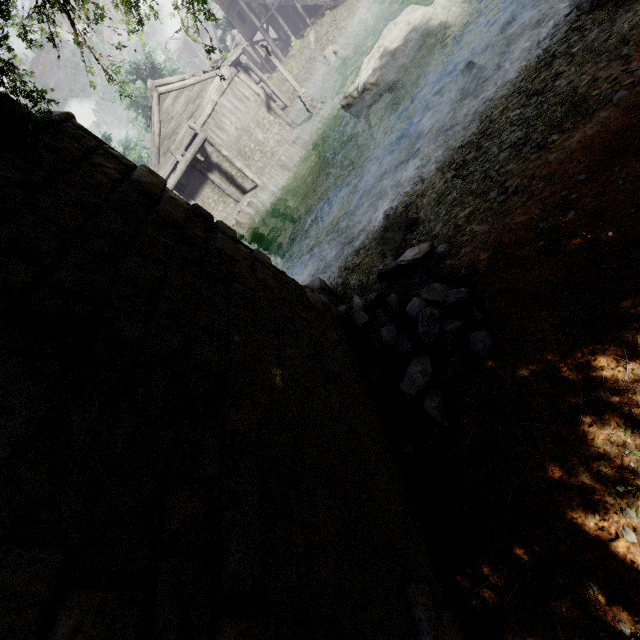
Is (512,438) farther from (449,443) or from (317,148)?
(317,148)

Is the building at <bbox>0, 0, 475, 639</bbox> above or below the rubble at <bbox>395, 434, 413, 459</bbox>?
above

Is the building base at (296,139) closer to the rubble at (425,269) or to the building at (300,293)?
the building at (300,293)

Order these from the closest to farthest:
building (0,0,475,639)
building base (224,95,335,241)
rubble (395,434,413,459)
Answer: building (0,0,475,639) → rubble (395,434,413,459) → building base (224,95,335,241)

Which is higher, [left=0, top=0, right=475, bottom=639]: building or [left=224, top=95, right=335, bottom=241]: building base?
[left=0, top=0, right=475, bottom=639]: building

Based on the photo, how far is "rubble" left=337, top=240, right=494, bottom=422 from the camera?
5.06m
